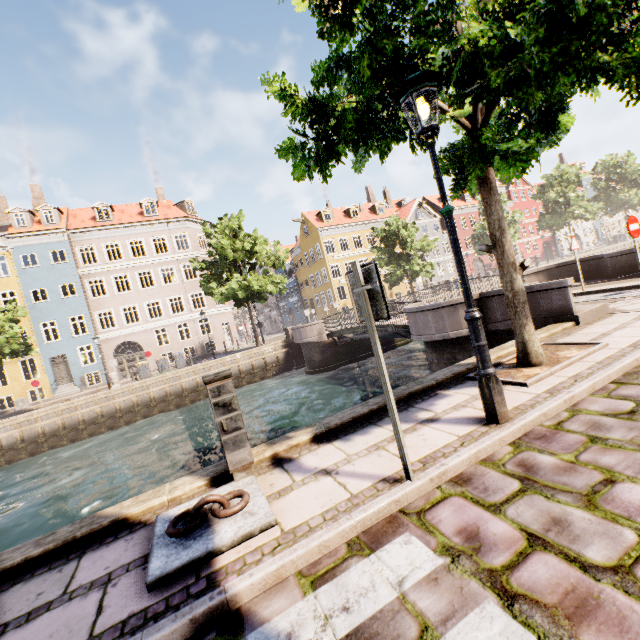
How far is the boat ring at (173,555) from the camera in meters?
2.4 m

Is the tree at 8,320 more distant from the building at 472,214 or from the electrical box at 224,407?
the building at 472,214

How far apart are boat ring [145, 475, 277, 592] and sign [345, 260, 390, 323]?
1.9 meters

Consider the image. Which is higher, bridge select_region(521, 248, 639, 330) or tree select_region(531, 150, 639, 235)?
tree select_region(531, 150, 639, 235)

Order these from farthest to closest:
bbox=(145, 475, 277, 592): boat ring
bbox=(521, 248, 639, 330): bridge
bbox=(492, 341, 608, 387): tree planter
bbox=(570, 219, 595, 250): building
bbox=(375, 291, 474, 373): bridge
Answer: bbox=(570, 219, 595, 250): building
bbox=(375, 291, 474, 373): bridge
bbox=(521, 248, 639, 330): bridge
bbox=(492, 341, 608, 387): tree planter
bbox=(145, 475, 277, 592): boat ring

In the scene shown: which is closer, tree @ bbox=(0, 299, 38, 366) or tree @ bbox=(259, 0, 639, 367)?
tree @ bbox=(259, 0, 639, 367)

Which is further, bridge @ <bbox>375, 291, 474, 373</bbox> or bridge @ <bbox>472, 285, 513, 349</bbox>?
bridge @ <bbox>375, 291, 474, 373</bbox>

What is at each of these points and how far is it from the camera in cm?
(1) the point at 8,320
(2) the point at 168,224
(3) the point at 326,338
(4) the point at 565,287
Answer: (1) tree, 2058
(2) building, 3153
(3) bridge, 2080
(4) bridge, 670
